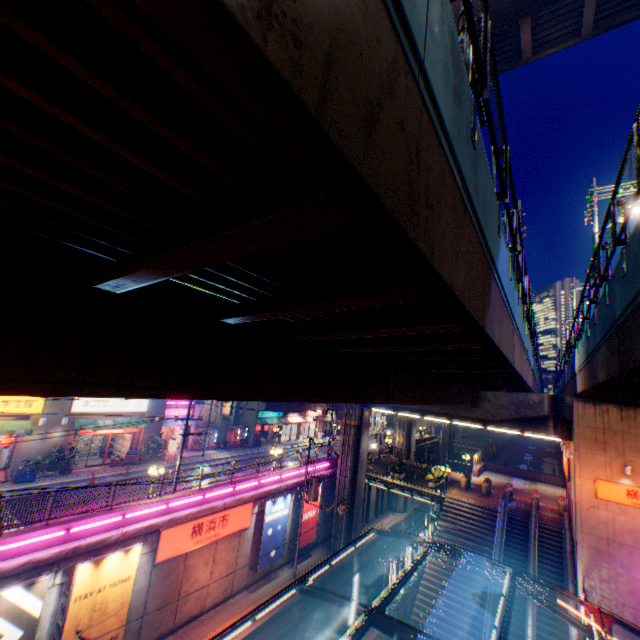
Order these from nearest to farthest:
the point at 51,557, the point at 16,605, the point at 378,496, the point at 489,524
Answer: the point at 16,605 < the point at 51,557 < the point at 489,524 < the point at 378,496

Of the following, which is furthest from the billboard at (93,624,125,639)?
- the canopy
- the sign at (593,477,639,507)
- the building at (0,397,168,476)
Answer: the sign at (593,477,639,507)

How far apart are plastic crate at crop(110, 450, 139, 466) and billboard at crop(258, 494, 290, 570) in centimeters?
1157cm

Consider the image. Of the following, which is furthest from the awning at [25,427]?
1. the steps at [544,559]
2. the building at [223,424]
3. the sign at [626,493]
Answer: the sign at [626,493]

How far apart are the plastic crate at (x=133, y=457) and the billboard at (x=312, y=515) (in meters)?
13.55

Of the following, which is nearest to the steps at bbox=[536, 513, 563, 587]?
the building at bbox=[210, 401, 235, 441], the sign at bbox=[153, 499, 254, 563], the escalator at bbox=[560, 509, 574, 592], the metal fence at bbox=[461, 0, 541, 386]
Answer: the escalator at bbox=[560, 509, 574, 592]

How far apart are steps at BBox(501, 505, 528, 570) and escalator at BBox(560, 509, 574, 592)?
1.82m

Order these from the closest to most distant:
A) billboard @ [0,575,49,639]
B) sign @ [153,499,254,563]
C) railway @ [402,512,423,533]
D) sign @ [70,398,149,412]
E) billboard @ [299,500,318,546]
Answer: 1. billboard @ [0,575,49,639]
2. sign @ [153,499,254,563]
3. sign @ [70,398,149,412]
4. billboard @ [299,500,318,546]
5. railway @ [402,512,423,533]
